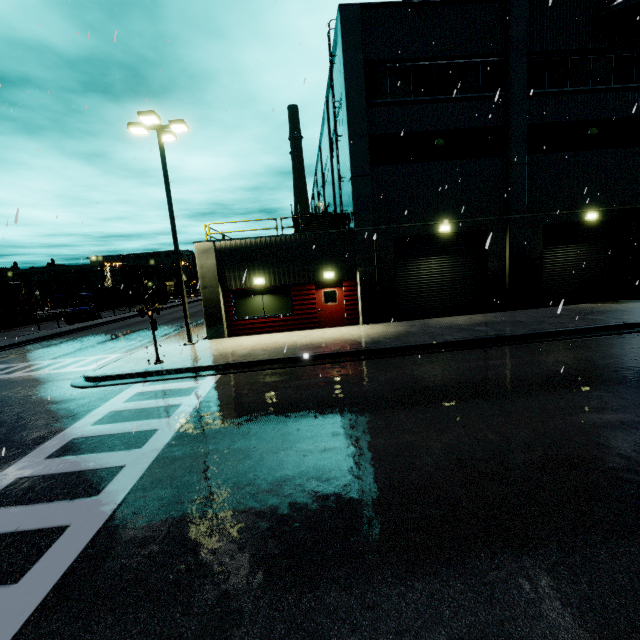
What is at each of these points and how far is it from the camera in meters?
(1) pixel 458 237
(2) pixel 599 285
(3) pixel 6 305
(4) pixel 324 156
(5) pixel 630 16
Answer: (1) roll-up door, 17.0 m
(2) roll-up door, 17.9 m
(3) cargo car, 37.0 m
(4) building, 28.6 m
(5) vent duct, 14.8 m

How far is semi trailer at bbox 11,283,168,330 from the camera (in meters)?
31.05

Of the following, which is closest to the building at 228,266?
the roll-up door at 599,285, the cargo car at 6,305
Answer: the roll-up door at 599,285

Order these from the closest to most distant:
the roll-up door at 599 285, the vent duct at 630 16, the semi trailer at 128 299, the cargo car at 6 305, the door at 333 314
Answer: the vent duct at 630 16 < the door at 333 314 < the roll-up door at 599 285 < the semi trailer at 128 299 < the cargo car at 6 305

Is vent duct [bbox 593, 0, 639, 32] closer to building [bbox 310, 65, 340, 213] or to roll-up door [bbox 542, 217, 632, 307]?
building [bbox 310, 65, 340, 213]

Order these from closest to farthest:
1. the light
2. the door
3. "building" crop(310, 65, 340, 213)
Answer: the light → the door → "building" crop(310, 65, 340, 213)

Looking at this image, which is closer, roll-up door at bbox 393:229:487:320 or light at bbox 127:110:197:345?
light at bbox 127:110:197:345

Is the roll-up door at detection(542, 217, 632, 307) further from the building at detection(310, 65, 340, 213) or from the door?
the door
